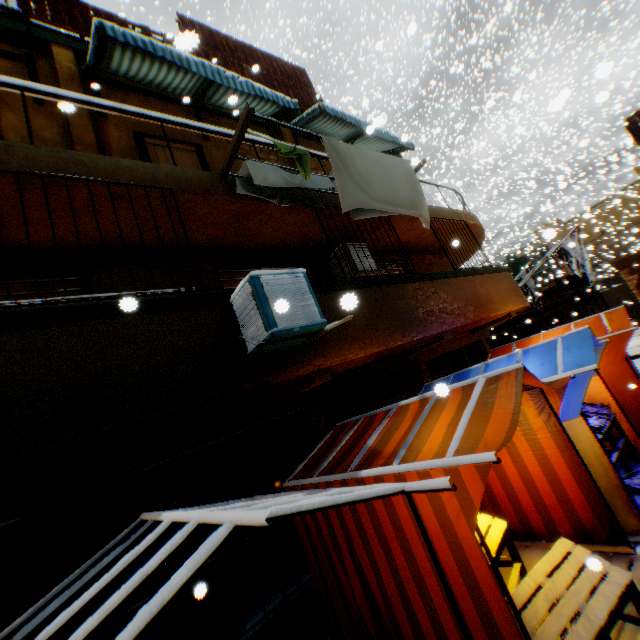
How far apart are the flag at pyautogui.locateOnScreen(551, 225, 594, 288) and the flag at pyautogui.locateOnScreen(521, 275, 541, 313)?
0.6 meters

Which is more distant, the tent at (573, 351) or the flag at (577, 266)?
the flag at (577, 266)

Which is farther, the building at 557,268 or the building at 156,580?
the building at 557,268

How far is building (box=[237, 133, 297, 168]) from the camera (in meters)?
6.05

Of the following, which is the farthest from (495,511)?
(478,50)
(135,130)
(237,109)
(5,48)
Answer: (478,50)

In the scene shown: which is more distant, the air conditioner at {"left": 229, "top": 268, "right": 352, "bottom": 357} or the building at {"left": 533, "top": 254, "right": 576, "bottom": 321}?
the building at {"left": 533, "top": 254, "right": 576, "bottom": 321}

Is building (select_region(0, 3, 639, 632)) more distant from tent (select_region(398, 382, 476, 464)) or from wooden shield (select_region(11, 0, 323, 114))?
wooden shield (select_region(11, 0, 323, 114))
